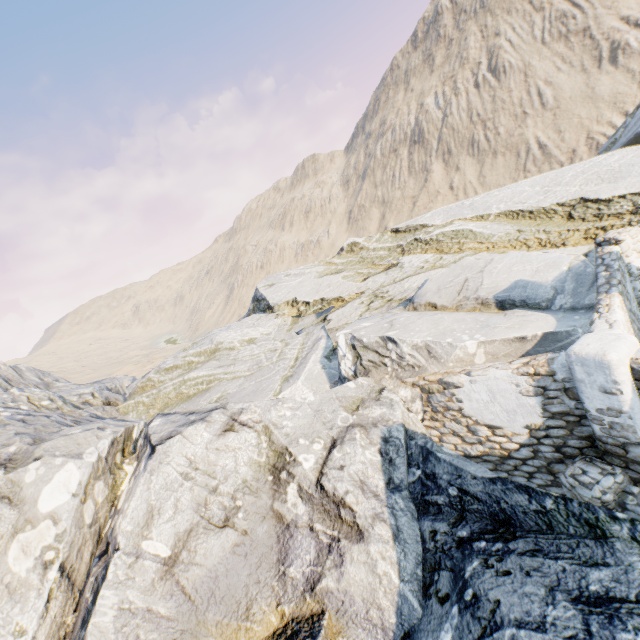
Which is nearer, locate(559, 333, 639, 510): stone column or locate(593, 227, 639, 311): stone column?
locate(559, 333, 639, 510): stone column

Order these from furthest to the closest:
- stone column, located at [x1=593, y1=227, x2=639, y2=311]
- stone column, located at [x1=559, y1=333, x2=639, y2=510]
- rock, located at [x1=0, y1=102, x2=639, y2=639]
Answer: stone column, located at [x1=593, y1=227, x2=639, y2=311] < stone column, located at [x1=559, y1=333, x2=639, y2=510] < rock, located at [x1=0, y1=102, x2=639, y2=639]

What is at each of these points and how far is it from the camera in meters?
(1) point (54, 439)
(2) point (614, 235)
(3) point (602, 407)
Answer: (1) rock, 6.4 m
(2) stone column, 8.5 m
(3) stone column, 5.0 m

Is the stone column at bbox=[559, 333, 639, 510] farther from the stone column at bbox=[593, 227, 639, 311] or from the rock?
the stone column at bbox=[593, 227, 639, 311]

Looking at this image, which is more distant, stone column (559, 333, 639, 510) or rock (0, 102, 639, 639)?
stone column (559, 333, 639, 510)

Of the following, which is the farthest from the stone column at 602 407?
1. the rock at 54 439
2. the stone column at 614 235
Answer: the stone column at 614 235

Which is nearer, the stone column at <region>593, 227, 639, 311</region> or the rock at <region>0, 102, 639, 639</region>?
the rock at <region>0, 102, 639, 639</region>
